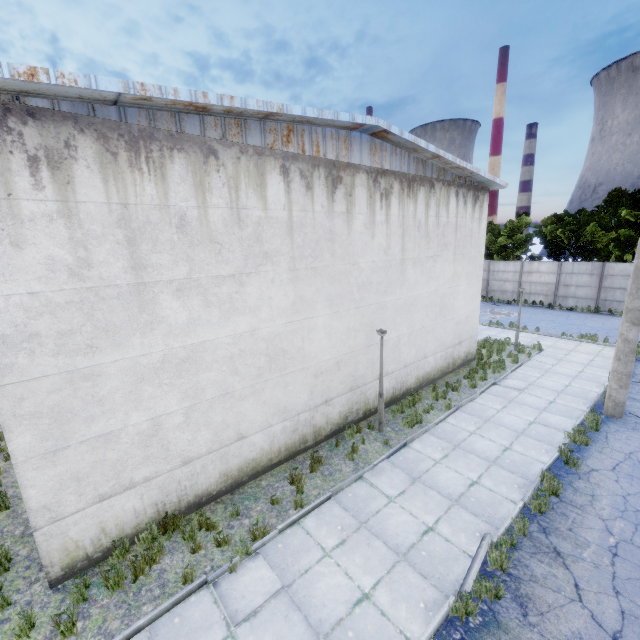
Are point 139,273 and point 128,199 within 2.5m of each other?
yes
